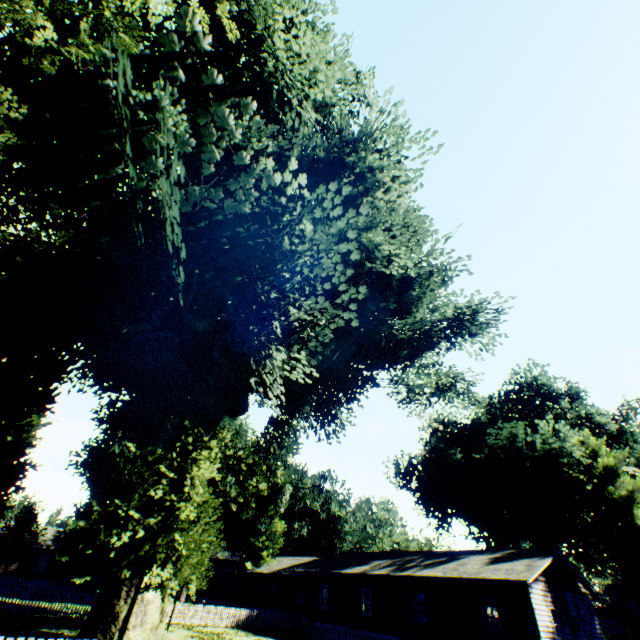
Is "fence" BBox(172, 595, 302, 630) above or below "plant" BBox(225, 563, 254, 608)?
below

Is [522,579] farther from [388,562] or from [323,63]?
[323,63]

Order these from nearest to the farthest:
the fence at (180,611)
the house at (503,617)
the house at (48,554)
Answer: the house at (503,617) < the fence at (180,611) < the house at (48,554)

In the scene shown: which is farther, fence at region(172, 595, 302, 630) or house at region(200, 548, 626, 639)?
fence at region(172, 595, 302, 630)

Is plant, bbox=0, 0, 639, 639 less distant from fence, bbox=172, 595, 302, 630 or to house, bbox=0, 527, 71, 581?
fence, bbox=172, 595, 302, 630

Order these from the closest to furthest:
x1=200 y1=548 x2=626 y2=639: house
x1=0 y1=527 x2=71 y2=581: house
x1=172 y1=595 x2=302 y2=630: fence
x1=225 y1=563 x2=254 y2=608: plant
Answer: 1. x1=200 y1=548 x2=626 y2=639: house
2. x1=172 y1=595 x2=302 y2=630: fence
3. x1=0 y1=527 x2=71 y2=581: house
4. x1=225 y1=563 x2=254 y2=608: plant

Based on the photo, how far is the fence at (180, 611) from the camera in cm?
2627

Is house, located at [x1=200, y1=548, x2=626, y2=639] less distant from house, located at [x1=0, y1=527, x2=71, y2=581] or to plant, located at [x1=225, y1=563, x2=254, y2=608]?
plant, located at [x1=225, y1=563, x2=254, y2=608]
